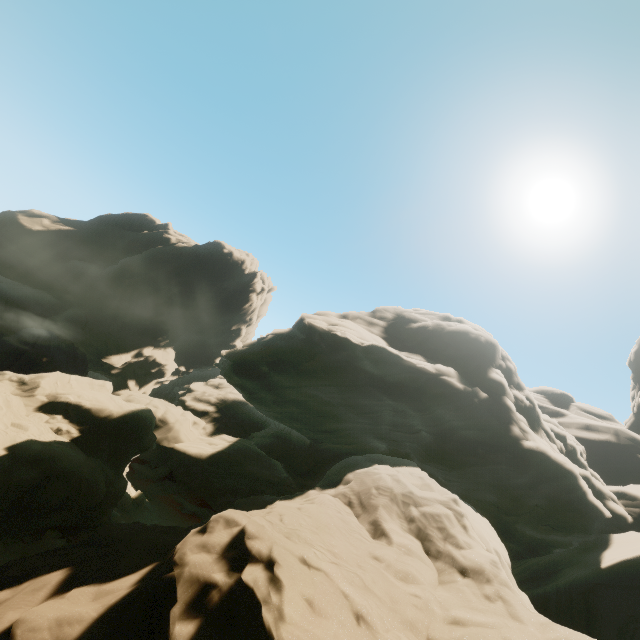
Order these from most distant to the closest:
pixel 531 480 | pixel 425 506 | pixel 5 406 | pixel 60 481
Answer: pixel 531 480 < pixel 5 406 < pixel 60 481 < pixel 425 506
